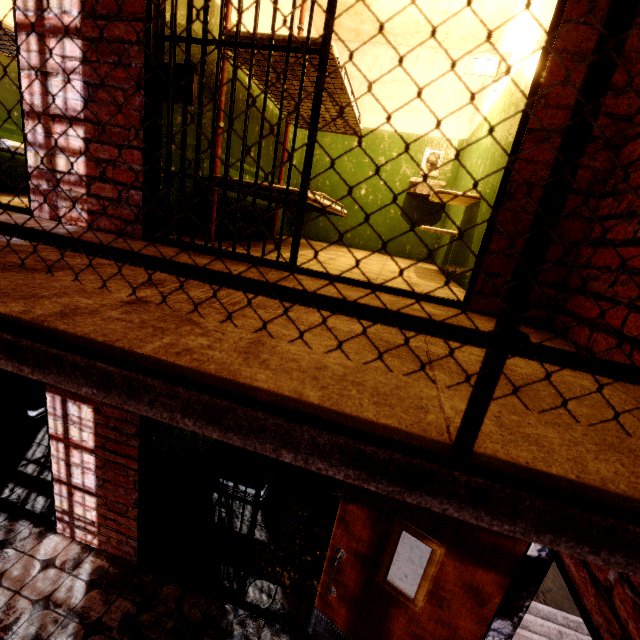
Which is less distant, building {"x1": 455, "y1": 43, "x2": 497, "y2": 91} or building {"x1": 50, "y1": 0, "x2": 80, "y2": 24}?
building {"x1": 50, "y1": 0, "x2": 80, "y2": 24}

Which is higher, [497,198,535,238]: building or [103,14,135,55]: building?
[103,14,135,55]: building

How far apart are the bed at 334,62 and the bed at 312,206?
0.88m

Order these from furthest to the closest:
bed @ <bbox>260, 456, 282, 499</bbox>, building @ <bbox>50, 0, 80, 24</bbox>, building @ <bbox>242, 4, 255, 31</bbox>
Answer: bed @ <bbox>260, 456, 282, 499</bbox>, building @ <bbox>242, 4, 255, 31</bbox>, building @ <bbox>50, 0, 80, 24</bbox>

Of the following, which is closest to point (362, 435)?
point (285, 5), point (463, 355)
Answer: point (463, 355)

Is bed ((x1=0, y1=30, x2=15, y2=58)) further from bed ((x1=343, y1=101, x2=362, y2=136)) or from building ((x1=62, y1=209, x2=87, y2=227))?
bed ((x1=343, y1=101, x2=362, y2=136))

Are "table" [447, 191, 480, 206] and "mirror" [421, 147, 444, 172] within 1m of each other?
no

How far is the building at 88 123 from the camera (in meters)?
2.00
